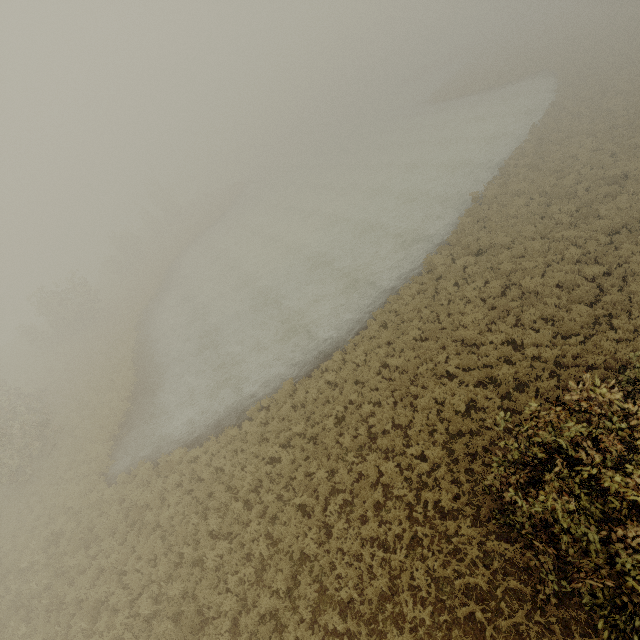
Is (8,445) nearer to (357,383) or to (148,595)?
(148,595)
